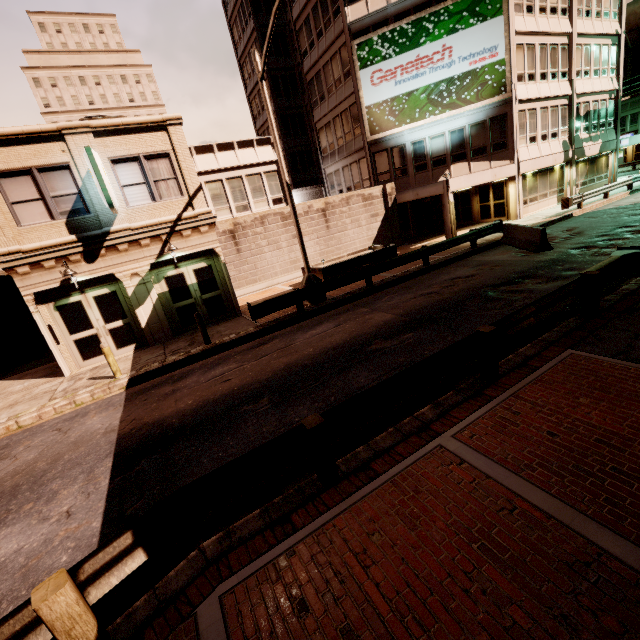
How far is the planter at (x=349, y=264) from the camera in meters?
16.6 m

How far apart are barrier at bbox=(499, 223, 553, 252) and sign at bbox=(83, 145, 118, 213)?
16.39m

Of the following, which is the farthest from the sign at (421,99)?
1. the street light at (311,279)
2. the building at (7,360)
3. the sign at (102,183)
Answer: the building at (7,360)

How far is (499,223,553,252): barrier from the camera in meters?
13.7

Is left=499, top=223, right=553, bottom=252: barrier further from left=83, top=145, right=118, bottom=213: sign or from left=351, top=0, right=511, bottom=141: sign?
left=83, top=145, right=118, bottom=213: sign

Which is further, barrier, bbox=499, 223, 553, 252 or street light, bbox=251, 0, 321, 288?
barrier, bbox=499, 223, 553, 252

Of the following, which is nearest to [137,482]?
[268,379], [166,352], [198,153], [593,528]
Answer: [268,379]

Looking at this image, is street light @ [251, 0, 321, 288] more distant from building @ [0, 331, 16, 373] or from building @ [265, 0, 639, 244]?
building @ [0, 331, 16, 373]
